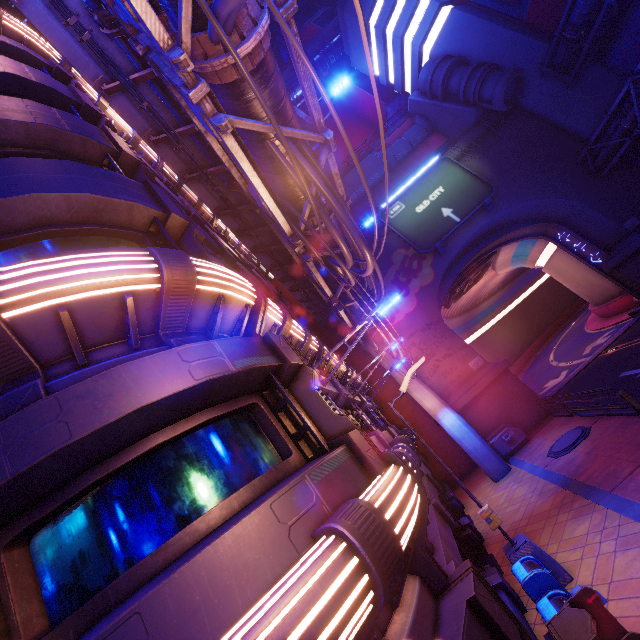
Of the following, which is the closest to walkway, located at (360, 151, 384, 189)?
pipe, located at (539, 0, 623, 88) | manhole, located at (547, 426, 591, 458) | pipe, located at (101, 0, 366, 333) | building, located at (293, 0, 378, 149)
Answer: building, located at (293, 0, 378, 149)

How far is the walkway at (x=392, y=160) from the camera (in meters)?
30.53

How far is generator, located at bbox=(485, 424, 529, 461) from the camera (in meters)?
18.27

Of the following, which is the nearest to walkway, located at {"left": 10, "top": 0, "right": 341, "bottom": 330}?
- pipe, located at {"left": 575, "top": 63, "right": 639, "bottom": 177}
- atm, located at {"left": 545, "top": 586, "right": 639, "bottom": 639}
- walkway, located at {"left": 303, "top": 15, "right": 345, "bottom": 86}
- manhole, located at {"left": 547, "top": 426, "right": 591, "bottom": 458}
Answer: atm, located at {"left": 545, "top": 586, "right": 639, "bottom": 639}

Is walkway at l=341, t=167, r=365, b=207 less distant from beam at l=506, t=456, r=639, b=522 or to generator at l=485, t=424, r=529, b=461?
generator at l=485, t=424, r=529, b=461

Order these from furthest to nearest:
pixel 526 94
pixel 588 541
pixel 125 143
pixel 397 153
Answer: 1. pixel 397 153
2. pixel 526 94
3. pixel 125 143
4. pixel 588 541

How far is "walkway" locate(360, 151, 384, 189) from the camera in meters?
30.6 m
